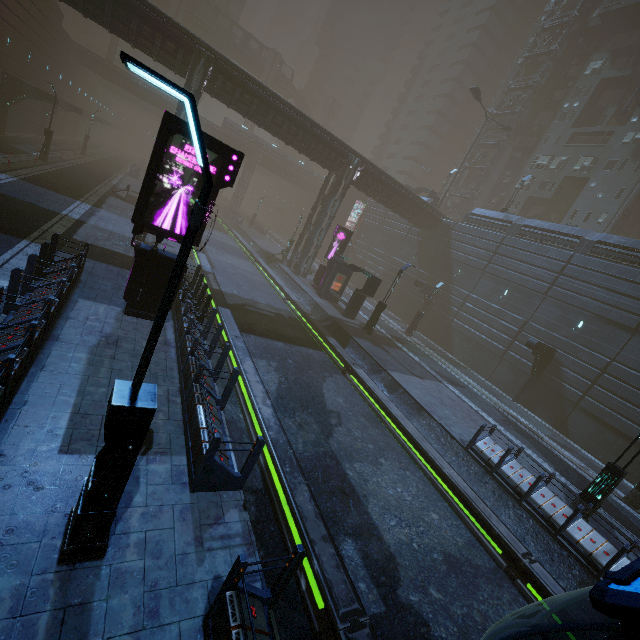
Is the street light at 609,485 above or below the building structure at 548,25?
below

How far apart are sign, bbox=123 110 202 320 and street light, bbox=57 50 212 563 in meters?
6.8 m

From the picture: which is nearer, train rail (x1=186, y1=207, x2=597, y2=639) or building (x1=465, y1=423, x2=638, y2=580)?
train rail (x1=186, y1=207, x2=597, y2=639)

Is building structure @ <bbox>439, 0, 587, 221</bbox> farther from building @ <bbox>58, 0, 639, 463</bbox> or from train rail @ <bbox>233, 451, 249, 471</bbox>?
train rail @ <bbox>233, 451, 249, 471</bbox>

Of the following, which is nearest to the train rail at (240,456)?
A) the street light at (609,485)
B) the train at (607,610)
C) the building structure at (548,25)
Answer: the train at (607,610)

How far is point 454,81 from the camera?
59.9m

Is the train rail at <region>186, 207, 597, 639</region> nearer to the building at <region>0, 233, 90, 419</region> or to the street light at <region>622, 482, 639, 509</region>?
the building at <region>0, 233, 90, 419</region>
